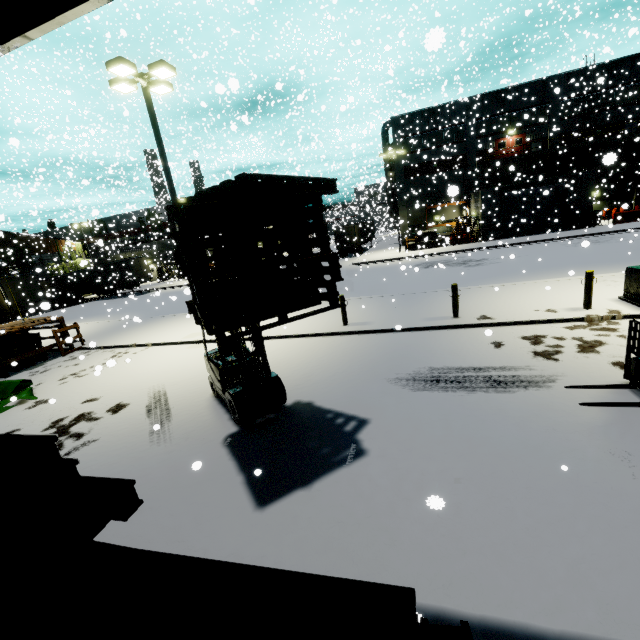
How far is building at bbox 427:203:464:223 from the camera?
38.34m

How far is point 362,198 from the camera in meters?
26.6 m

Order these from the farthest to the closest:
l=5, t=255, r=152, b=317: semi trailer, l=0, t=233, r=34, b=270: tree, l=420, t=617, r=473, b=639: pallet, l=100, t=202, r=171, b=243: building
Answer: l=100, t=202, r=171, b=243: building, l=0, t=233, r=34, b=270: tree, l=5, t=255, r=152, b=317: semi trailer, l=420, t=617, r=473, b=639: pallet

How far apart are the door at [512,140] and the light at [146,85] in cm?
3566

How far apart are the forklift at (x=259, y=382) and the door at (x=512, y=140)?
39.15m

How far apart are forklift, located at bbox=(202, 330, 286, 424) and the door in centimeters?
3915cm

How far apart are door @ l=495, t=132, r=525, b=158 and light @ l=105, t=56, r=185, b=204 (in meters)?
35.66

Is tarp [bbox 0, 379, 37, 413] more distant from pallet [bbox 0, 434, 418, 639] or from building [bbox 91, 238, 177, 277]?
pallet [bbox 0, 434, 418, 639]
